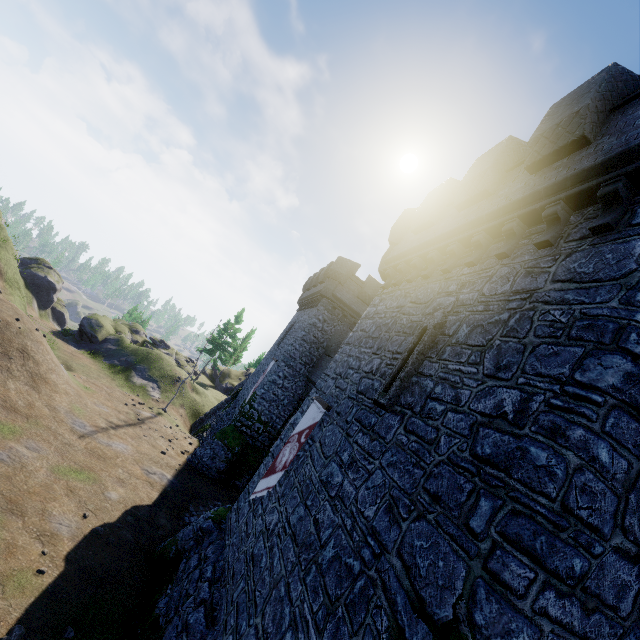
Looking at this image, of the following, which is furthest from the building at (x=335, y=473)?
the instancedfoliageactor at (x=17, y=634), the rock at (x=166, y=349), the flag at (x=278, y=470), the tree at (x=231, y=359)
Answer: the rock at (x=166, y=349)

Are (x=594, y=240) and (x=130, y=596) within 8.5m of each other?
no

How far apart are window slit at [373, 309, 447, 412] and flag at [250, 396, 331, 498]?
2.3 meters

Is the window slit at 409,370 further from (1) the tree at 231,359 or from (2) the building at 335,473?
(1) the tree at 231,359

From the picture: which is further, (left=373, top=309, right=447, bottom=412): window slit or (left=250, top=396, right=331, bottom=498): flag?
(left=250, top=396, right=331, bottom=498): flag

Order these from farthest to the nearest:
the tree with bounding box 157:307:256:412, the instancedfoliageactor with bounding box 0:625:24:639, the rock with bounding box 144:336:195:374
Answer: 1. the rock with bounding box 144:336:195:374
2. the tree with bounding box 157:307:256:412
3. the instancedfoliageactor with bounding box 0:625:24:639

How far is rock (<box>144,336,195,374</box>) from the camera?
43.6 meters

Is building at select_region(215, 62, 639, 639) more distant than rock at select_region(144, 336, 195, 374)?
No
